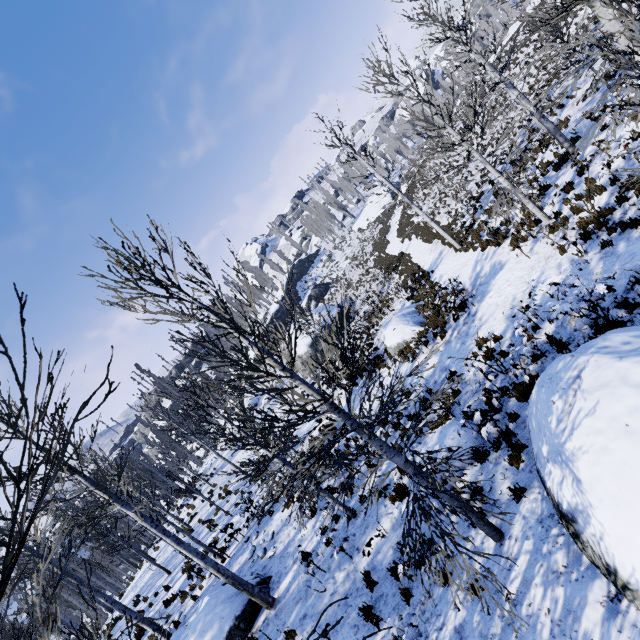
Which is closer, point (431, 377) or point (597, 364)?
point (597, 364)

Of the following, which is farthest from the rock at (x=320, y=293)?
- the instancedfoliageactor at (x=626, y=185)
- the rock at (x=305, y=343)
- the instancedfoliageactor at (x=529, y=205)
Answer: the instancedfoliageactor at (x=529, y=205)

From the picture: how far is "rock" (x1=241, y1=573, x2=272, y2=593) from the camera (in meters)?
9.78

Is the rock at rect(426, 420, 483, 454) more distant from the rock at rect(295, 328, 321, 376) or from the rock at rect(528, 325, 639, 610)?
the rock at rect(295, 328, 321, 376)

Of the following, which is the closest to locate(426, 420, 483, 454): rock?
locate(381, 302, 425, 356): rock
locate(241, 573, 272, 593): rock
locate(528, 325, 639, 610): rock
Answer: locate(528, 325, 639, 610): rock

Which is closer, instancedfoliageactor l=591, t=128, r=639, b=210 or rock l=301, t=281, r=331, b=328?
instancedfoliageactor l=591, t=128, r=639, b=210

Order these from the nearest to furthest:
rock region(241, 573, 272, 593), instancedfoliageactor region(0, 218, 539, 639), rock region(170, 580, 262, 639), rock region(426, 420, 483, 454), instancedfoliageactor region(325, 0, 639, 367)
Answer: instancedfoliageactor region(0, 218, 539, 639)
instancedfoliageactor region(325, 0, 639, 367)
rock region(426, 420, 483, 454)
rock region(170, 580, 262, 639)
rock region(241, 573, 272, 593)

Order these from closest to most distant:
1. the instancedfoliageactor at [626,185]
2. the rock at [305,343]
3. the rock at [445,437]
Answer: the instancedfoliageactor at [626,185], the rock at [445,437], the rock at [305,343]
